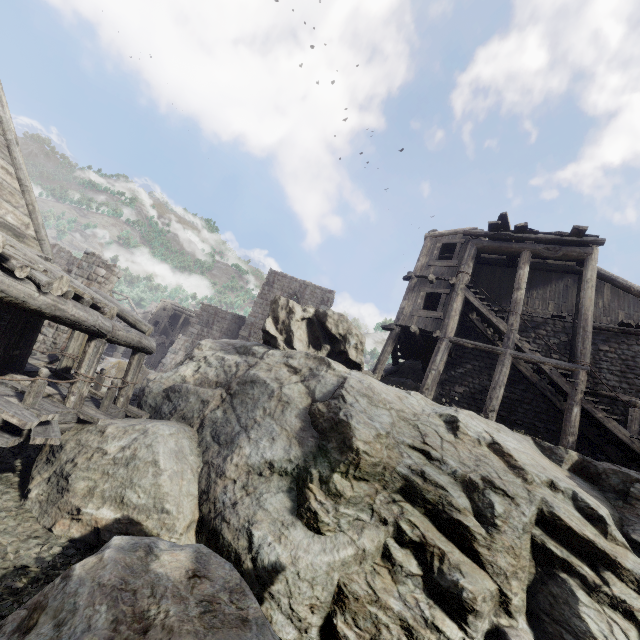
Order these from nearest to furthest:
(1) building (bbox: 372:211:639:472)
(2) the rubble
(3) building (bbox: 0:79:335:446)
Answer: (2) the rubble, (3) building (bbox: 0:79:335:446), (1) building (bbox: 372:211:639:472)

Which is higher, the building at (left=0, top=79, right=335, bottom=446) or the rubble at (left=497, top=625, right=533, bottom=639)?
the building at (left=0, top=79, right=335, bottom=446)

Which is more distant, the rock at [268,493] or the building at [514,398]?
the building at [514,398]

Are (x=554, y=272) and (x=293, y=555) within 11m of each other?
no

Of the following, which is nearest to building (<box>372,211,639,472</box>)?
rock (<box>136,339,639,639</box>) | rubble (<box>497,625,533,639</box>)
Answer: rock (<box>136,339,639,639</box>)

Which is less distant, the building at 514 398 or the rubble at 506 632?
the rubble at 506 632

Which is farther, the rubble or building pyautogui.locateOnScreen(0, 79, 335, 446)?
building pyautogui.locateOnScreen(0, 79, 335, 446)

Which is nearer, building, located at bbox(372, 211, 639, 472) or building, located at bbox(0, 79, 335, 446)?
building, located at bbox(0, 79, 335, 446)
